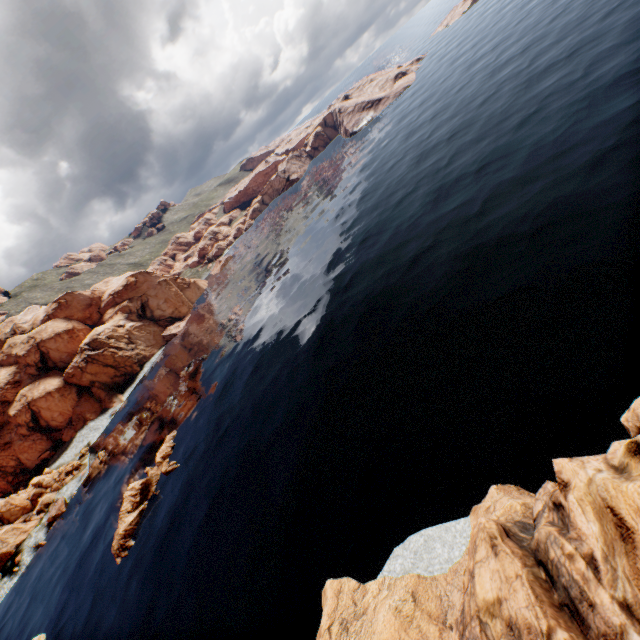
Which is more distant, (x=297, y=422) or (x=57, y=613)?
(x=57, y=613)

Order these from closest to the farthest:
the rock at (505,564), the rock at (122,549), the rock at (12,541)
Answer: the rock at (505,564)
the rock at (122,549)
the rock at (12,541)

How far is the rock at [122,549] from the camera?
40.25m

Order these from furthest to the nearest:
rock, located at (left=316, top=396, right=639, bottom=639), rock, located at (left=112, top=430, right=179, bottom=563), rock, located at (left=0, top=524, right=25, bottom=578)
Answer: rock, located at (left=0, top=524, right=25, bottom=578) → rock, located at (left=112, top=430, right=179, bottom=563) → rock, located at (left=316, top=396, right=639, bottom=639)

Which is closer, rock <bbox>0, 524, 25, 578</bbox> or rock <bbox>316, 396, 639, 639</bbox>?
rock <bbox>316, 396, 639, 639</bbox>

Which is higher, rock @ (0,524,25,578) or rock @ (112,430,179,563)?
rock @ (0,524,25,578)
